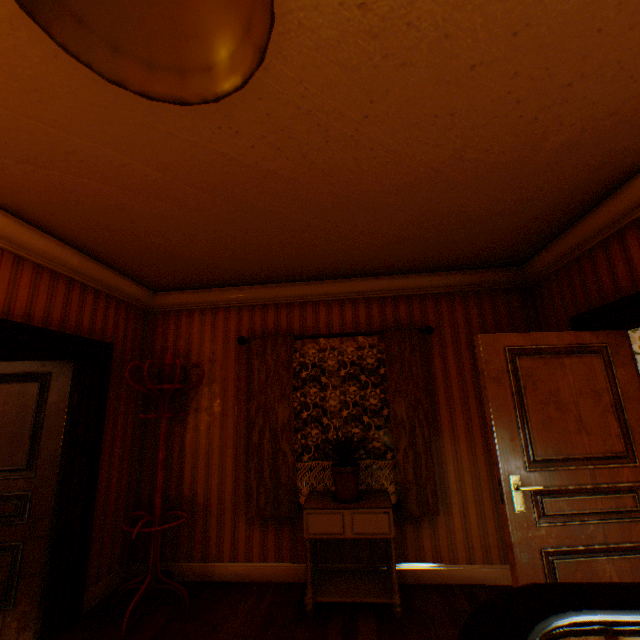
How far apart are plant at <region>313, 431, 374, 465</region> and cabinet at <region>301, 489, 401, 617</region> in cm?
32

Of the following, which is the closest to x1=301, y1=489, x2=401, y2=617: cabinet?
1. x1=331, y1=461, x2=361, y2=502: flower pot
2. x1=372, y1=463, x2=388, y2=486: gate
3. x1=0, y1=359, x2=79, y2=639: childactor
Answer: x1=331, y1=461, x2=361, y2=502: flower pot

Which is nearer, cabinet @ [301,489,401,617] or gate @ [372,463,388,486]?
cabinet @ [301,489,401,617]

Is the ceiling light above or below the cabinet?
above

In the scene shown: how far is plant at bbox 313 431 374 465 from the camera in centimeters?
297cm

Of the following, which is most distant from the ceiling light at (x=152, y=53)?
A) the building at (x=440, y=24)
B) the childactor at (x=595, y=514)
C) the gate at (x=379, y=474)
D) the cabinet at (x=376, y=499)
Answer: the gate at (x=379, y=474)

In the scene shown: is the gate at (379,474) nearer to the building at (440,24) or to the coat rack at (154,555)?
the building at (440,24)

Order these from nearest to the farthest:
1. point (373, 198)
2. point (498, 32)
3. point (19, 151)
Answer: point (498, 32) → point (19, 151) → point (373, 198)
